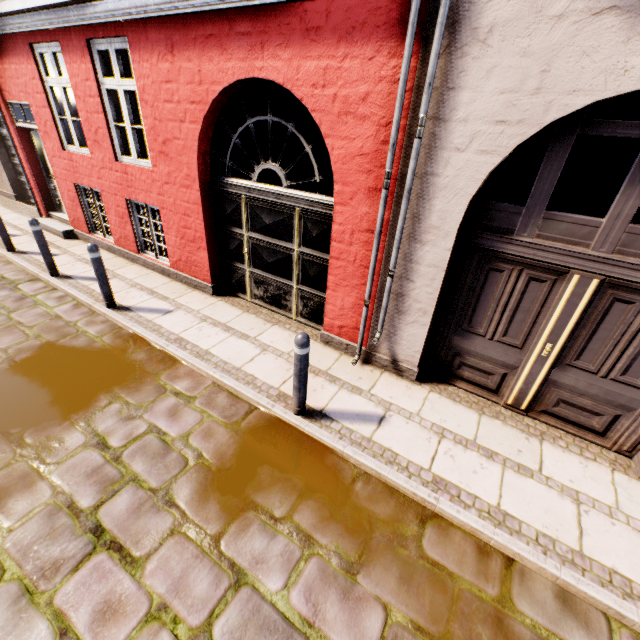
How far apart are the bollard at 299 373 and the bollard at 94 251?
3.85m

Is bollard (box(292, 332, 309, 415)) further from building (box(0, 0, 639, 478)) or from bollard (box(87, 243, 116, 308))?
bollard (box(87, 243, 116, 308))

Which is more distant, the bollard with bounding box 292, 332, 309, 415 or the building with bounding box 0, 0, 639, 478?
the bollard with bounding box 292, 332, 309, 415

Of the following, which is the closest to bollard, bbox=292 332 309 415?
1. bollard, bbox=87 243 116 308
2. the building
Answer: the building

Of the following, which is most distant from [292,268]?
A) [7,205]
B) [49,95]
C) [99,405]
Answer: [7,205]

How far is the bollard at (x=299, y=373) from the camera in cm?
325

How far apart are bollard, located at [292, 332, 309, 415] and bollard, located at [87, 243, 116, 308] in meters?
3.9
